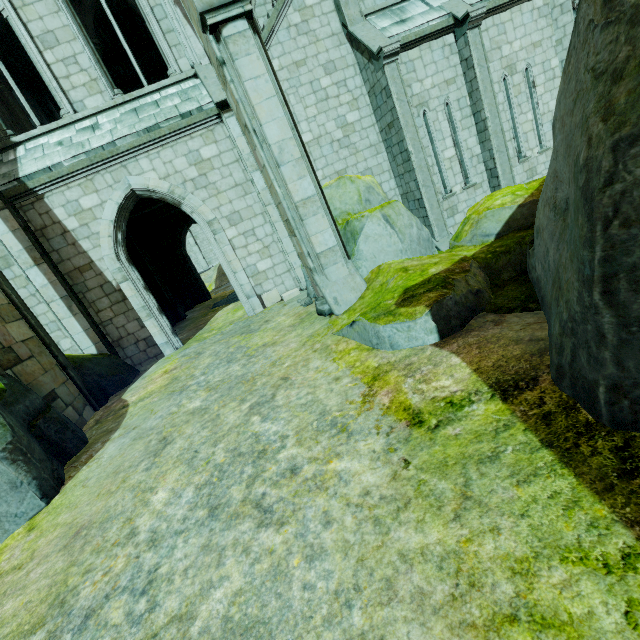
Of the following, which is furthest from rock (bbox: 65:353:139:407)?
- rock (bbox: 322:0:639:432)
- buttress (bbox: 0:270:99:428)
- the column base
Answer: the column base

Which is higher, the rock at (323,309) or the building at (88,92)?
the building at (88,92)

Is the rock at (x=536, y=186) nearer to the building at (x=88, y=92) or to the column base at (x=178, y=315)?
the building at (x=88, y=92)

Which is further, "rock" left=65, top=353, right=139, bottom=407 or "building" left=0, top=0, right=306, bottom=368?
"building" left=0, top=0, right=306, bottom=368

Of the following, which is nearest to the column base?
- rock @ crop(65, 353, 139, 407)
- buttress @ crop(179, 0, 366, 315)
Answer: rock @ crop(65, 353, 139, 407)

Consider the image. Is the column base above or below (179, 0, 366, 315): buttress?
below

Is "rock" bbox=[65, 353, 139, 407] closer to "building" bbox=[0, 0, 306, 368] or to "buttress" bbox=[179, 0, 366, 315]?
"building" bbox=[0, 0, 306, 368]

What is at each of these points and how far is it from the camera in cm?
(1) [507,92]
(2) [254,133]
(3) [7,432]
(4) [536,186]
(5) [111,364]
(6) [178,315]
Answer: (1) building, 1172
(2) buttress, 604
(3) rock, 441
(4) rock, 700
(5) rock, 913
(6) column base, 1706
